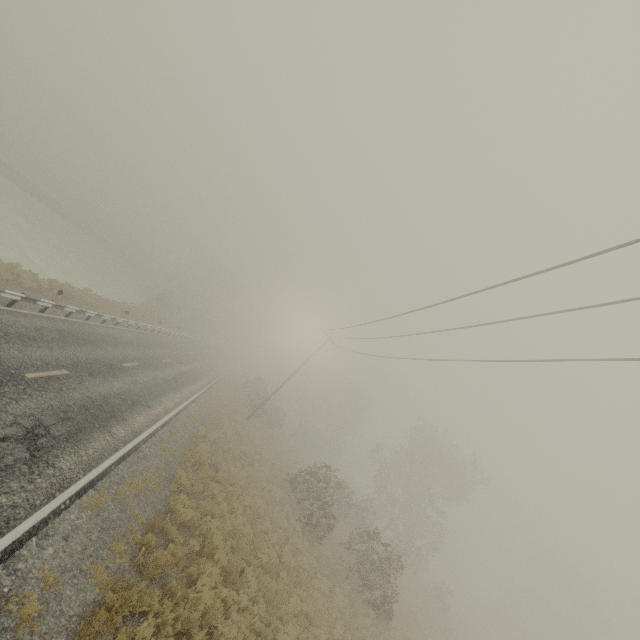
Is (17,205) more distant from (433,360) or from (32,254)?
(433,360)
